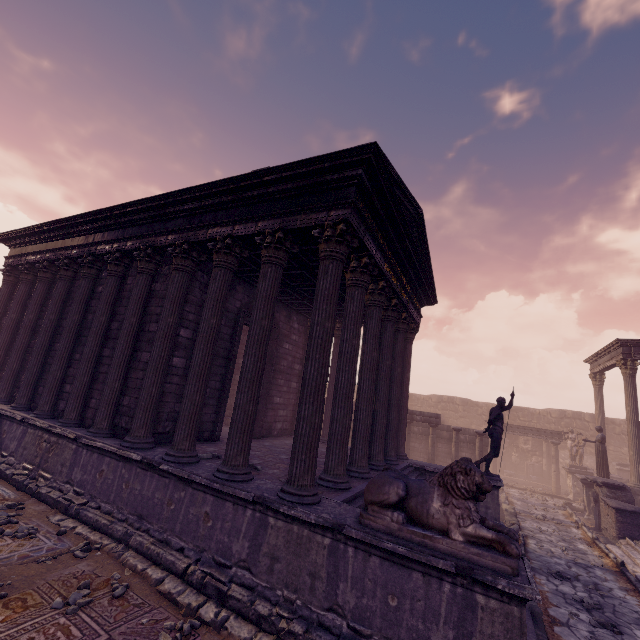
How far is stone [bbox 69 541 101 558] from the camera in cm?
549

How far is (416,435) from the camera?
18.7m

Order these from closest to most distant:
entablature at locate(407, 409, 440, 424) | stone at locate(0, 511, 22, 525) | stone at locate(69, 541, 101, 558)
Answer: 1. stone at locate(69, 541, 101, 558)
2. stone at locate(0, 511, 22, 525)
3. entablature at locate(407, 409, 440, 424)

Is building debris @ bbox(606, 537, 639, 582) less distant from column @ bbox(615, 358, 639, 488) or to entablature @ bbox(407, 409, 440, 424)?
column @ bbox(615, 358, 639, 488)

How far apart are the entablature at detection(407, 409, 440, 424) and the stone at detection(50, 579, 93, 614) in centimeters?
1425cm

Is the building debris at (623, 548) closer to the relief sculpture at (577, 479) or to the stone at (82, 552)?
the relief sculpture at (577, 479)

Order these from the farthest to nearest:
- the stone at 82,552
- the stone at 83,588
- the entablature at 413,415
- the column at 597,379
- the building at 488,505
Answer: the column at 597,379, the entablature at 413,415, the building at 488,505, the stone at 82,552, the stone at 83,588

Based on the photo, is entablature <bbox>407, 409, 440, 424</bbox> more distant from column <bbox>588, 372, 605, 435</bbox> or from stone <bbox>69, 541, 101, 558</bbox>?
stone <bbox>69, 541, 101, 558</bbox>
